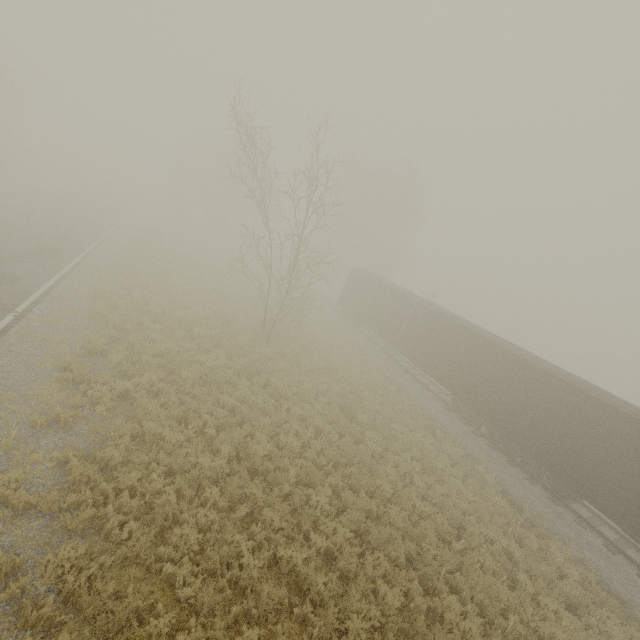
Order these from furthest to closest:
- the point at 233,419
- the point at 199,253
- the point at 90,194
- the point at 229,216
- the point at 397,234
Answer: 1. the point at 229,216
2. the point at 397,234
3. the point at 90,194
4. the point at 199,253
5. the point at 233,419
